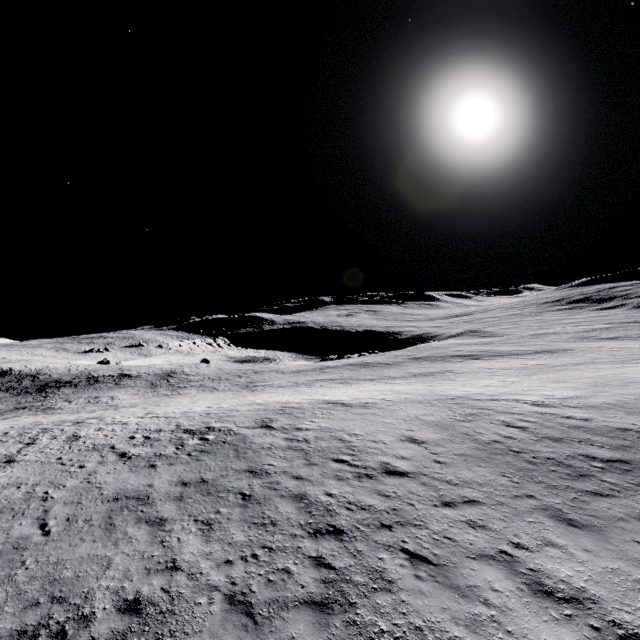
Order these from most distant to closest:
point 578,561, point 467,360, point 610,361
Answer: point 467,360
point 610,361
point 578,561
